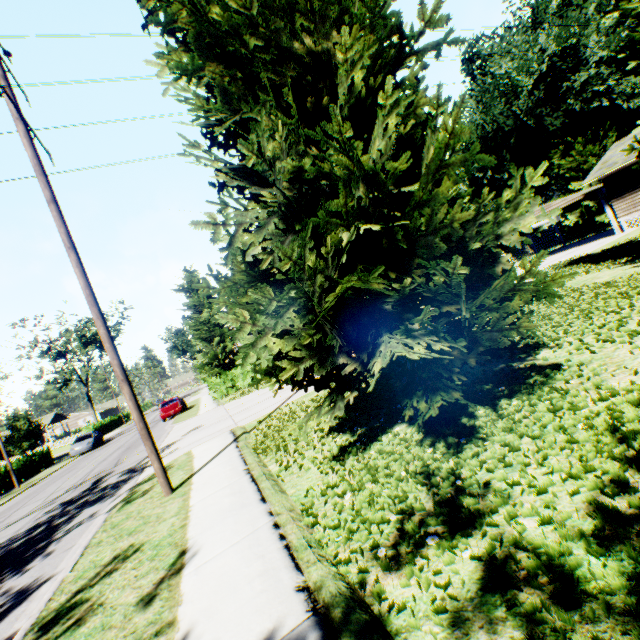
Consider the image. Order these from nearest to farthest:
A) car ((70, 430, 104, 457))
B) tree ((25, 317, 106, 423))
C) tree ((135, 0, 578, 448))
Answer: tree ((135, 0, 578, 448)), car ((70, 430, 104, 457)), tree ((25, 317, 106, 423))

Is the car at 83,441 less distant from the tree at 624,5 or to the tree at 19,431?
the tree at 19,431

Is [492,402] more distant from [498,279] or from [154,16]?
[498,279]

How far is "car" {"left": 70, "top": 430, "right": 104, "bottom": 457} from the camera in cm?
2803

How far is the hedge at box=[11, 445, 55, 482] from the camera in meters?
26.1

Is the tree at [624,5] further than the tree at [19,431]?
No

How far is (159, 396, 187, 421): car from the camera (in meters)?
26.31

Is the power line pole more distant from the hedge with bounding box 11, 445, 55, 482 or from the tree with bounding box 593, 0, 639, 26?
the hedge with bounding box 11, 445, 55, 482
